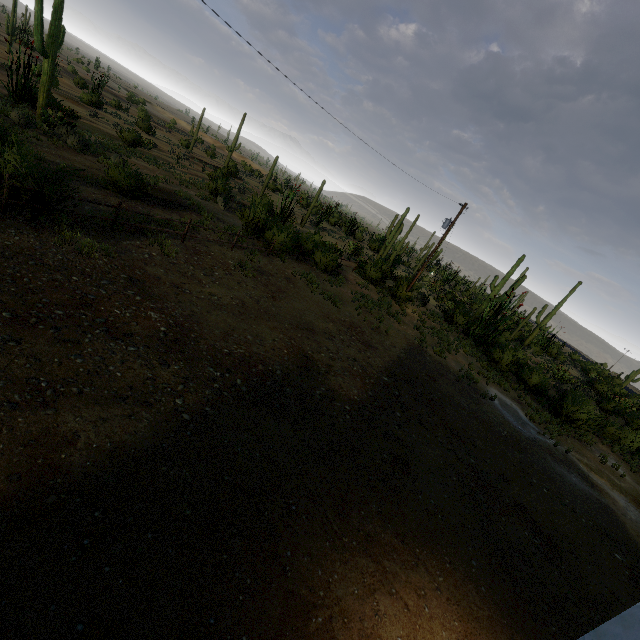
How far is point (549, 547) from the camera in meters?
7.4 m
